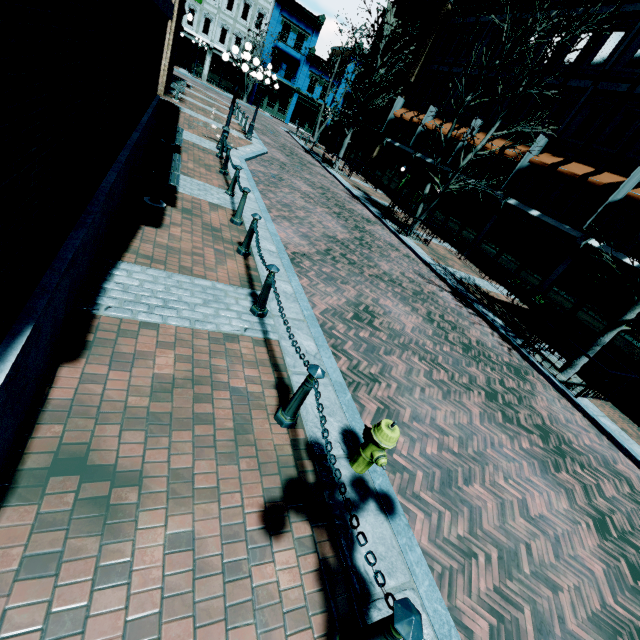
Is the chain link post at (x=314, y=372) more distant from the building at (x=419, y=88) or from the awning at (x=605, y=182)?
the awning at (x=605, y=182)

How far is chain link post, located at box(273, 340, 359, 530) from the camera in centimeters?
260cm

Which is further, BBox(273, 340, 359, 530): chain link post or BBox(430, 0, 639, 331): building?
BBox(430, 0, 639, 331): building

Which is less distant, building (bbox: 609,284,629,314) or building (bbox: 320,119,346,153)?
building (bbox: 609,284,629,314)

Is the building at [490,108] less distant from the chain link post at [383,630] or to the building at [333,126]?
the building at [333,126]

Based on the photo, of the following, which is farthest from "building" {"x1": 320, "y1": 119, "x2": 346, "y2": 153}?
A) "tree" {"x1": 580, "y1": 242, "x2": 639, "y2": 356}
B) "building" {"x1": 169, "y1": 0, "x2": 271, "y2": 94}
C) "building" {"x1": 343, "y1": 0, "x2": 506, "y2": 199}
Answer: "tree" {"x1": 580, "y1": 242, "x2": 639, "y2": 356}

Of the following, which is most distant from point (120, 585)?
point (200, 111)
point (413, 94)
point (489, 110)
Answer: point (413, 94)

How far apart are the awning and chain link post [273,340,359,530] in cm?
1627
